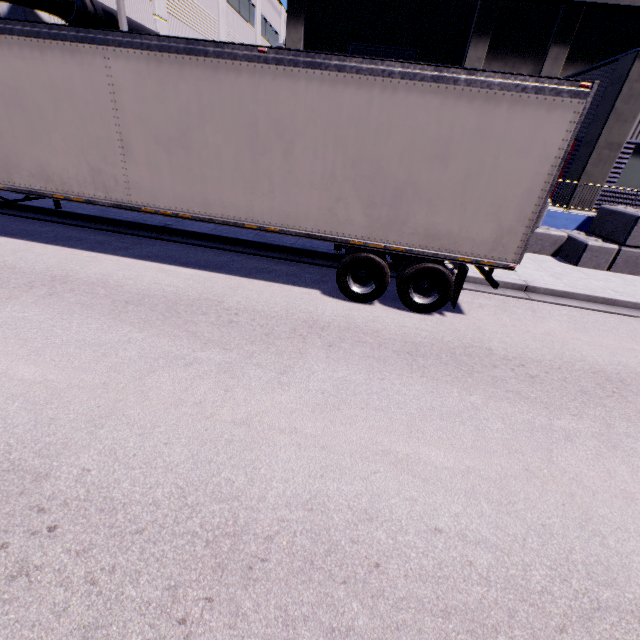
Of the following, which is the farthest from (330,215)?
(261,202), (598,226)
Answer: (598,226)

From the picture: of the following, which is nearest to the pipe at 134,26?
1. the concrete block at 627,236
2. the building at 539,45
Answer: the building at 539,45

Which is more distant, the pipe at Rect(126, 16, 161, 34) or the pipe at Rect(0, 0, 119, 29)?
the pipe at Rect(126, 16, 161, 34)

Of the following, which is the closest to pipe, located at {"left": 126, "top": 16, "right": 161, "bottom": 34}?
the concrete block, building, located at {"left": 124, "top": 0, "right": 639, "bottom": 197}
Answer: building, located at {"left": 124, "top": 0, "right": 639, "bottom": 197}

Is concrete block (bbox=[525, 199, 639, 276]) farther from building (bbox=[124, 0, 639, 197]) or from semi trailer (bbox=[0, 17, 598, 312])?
semi trailer (bbox=[0, 17, 598, 312])

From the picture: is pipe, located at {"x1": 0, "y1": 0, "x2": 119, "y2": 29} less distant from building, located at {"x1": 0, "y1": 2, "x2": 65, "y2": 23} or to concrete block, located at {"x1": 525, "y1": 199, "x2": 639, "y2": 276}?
building, located at {"x1": 0, "y1": 2, "x2": 65, "y2": 23}
